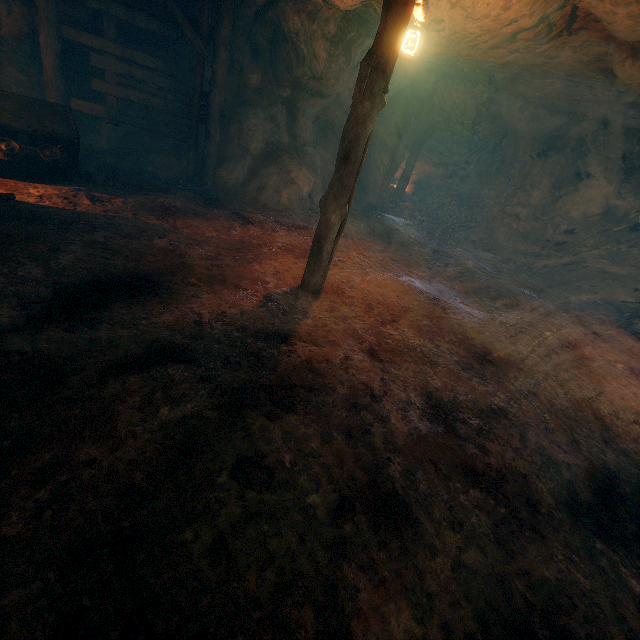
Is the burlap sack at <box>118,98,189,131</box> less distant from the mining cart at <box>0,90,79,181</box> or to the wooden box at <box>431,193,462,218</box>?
the mining cart at <box>0,90,79,181</box>

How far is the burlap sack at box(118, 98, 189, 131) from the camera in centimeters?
902cm

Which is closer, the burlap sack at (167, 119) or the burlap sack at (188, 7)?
the burlap sack at (188, 7)

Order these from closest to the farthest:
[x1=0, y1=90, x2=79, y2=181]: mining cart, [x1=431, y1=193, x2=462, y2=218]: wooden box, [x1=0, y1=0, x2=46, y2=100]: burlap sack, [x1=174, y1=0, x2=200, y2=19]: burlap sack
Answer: [x1=0, y1=90, x2=79, y2=181]: mining cart, [x1=0, y1=0, x2=46, y2=100]: burlap sack, [x1=174, y1=0, x2=200, y2=19]: burlap sack, [x1=431, y1=193, x2=462, y2=218]: wooden box

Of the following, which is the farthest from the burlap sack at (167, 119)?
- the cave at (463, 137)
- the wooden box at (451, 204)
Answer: the wooden box at (451, 204)

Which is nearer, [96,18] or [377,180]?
[96,18]

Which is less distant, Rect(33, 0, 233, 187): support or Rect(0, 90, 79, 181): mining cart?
Rect(0, 90, 79, 181): mining cart

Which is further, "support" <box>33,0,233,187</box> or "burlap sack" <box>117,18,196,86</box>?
"burlap sack" <box>117,18,196,86</box>
